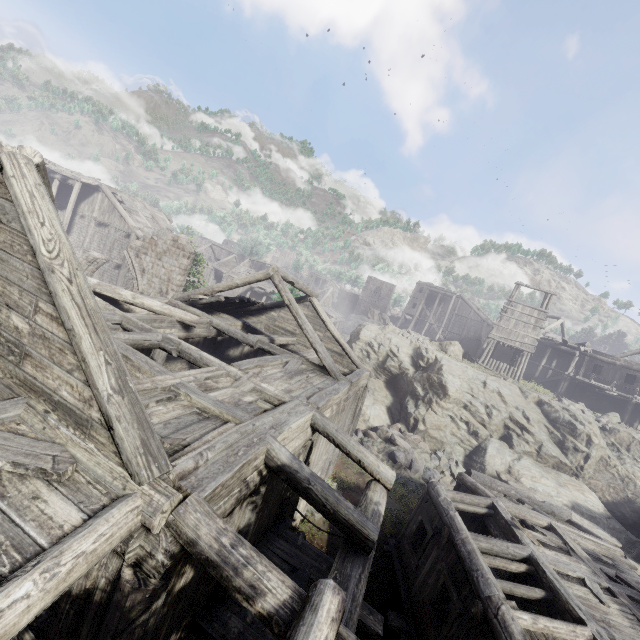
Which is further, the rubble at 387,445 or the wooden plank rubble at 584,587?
the rubble at 387,445

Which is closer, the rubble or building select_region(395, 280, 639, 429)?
the rubble

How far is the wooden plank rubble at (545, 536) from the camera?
9.3m

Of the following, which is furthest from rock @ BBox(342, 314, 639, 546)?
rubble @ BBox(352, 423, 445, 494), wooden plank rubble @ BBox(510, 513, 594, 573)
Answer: wooden plank rubble @ BBox(510, 513, 594, 573)

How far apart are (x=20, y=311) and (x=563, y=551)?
14.76m

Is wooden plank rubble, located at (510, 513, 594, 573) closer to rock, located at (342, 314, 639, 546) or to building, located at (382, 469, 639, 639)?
building, located at (382, 469, 639, 639)

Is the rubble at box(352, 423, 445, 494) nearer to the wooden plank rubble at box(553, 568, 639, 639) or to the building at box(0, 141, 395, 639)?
the building at box(0, 141, 395, 639)
